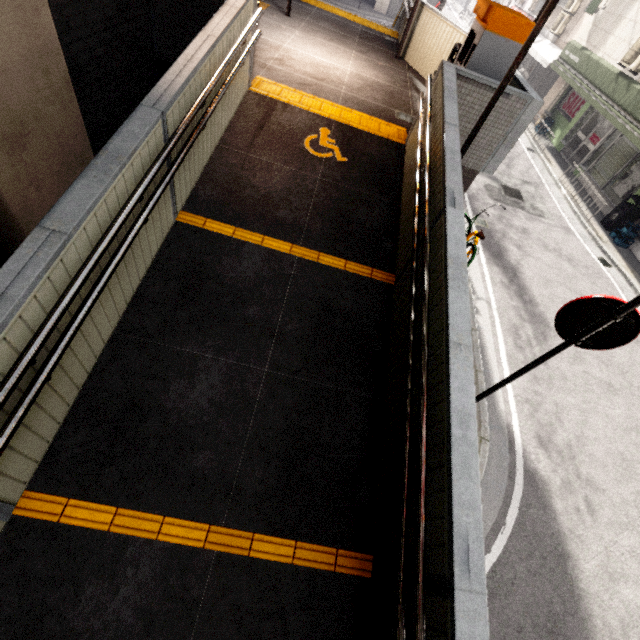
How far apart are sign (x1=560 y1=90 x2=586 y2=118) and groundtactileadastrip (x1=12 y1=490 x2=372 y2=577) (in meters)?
20.54

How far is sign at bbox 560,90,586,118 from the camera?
14.99m

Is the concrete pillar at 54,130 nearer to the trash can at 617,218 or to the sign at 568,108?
the trash can at 617,218

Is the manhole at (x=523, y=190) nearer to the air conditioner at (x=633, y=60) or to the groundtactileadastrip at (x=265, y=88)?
the air conditioner at (x=633, y=60)

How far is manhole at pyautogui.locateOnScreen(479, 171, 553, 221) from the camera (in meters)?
10.85

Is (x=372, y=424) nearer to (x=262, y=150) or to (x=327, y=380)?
(x=327, y=380)

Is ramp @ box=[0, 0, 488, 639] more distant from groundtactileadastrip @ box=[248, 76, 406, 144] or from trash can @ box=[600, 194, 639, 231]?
trash can @ box=[600, 194, 639, 231]

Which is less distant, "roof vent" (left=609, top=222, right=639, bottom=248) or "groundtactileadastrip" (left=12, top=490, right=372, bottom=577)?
"groundtactileadastrip" (left=12, top=490, right=372, bottom=577)
